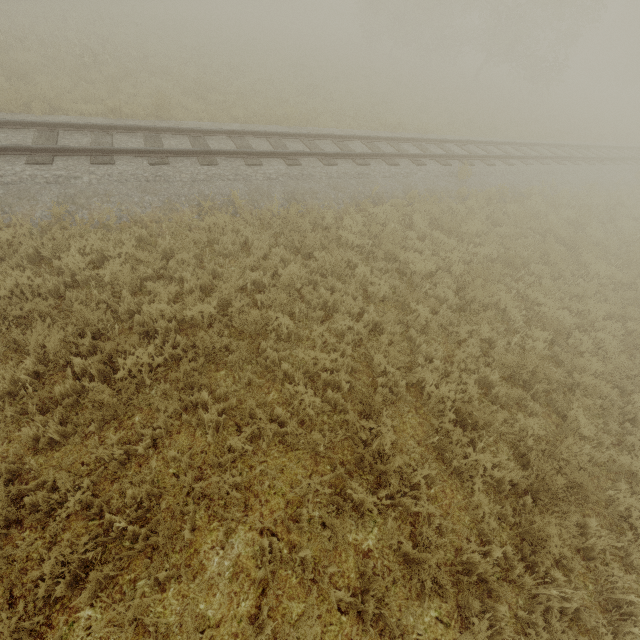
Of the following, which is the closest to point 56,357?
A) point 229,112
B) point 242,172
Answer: point 242,172
